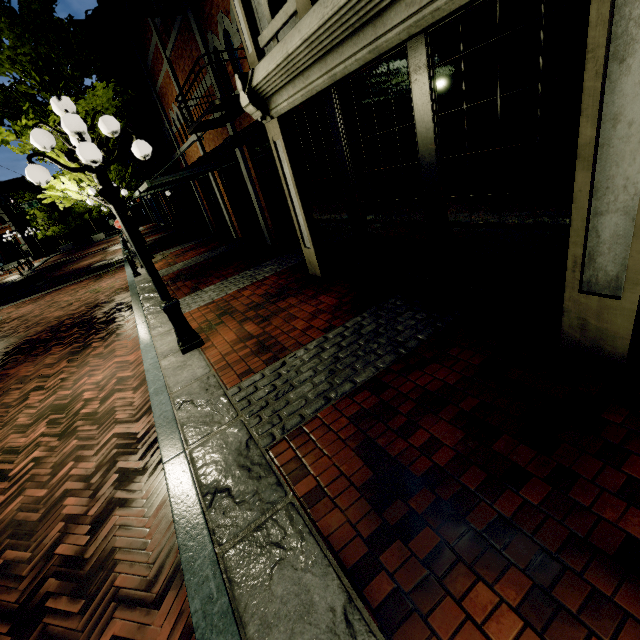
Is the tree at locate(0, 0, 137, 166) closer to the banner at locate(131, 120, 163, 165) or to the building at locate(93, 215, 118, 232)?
the banner at locate(131, 120, 163, 165)

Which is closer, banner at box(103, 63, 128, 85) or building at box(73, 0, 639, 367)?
building at box(73, 0, 639, 367)

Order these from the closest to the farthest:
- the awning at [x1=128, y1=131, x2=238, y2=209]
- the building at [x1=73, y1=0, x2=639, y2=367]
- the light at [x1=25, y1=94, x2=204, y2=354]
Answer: the building at [x1=73, y1=0, x2=639, y2=367]
the light at [x1=25, y1=94, x2=204, y2=354]
the awning at [x1=128, y1=131, x2=238, y2=209]

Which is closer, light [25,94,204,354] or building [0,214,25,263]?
light [25,94,204,354]

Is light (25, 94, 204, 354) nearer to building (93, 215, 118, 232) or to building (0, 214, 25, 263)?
building (0, 214, 25, 263)

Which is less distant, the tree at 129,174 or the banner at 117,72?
the tree at 129,174

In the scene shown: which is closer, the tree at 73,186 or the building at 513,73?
the building at 513,73

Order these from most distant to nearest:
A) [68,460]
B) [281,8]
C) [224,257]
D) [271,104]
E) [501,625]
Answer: [224,257]
[271,104]
[281,8]
[68,460]
[501,625]
